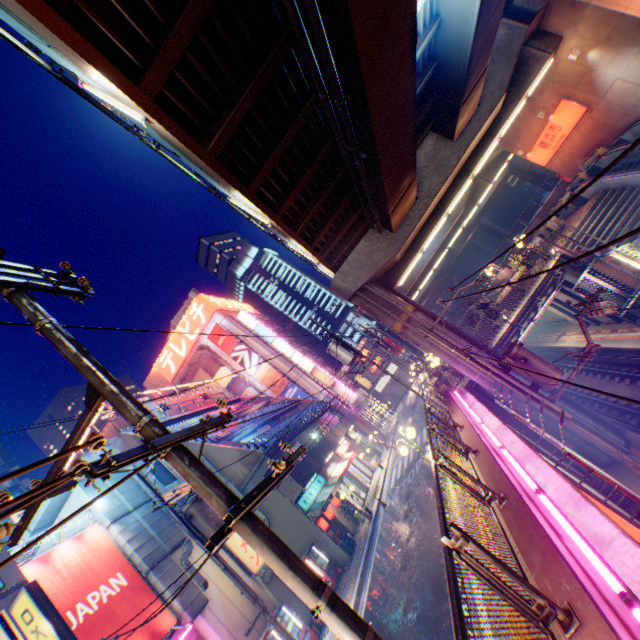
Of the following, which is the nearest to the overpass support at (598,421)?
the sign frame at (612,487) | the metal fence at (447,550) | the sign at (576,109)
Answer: the metal fence at (447,550)

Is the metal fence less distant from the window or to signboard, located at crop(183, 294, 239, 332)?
the window

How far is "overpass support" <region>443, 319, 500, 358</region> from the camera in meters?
16.0

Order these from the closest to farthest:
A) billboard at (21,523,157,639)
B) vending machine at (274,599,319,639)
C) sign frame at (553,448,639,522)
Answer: sign frame at (553,448,639,522)
billboard at (21,523,157,639)
vending machine at (274,599,319,639)

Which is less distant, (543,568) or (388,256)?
(543,568)

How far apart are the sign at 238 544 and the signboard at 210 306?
32.9m

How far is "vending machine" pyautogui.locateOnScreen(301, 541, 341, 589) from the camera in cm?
1656
